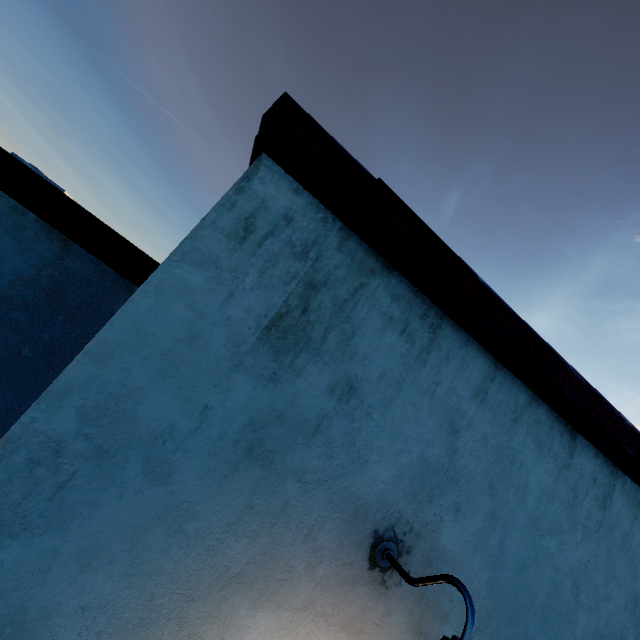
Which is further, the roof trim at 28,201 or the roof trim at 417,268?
the roof trim at 28,201

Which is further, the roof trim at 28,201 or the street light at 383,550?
the roof trim at 28,201

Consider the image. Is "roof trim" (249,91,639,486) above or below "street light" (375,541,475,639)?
above

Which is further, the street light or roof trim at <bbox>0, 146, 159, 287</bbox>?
roof trim at <bbox>0, 146, 159, 287</bbox>

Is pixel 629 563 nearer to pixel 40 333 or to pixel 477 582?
pixel 477 582

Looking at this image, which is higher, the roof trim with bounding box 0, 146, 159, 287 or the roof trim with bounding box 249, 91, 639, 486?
the roof trim with bounding box 249, 91, 639, 486

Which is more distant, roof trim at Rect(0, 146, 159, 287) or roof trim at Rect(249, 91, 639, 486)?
roof trim at Rect(0, 146, 159, 287)
